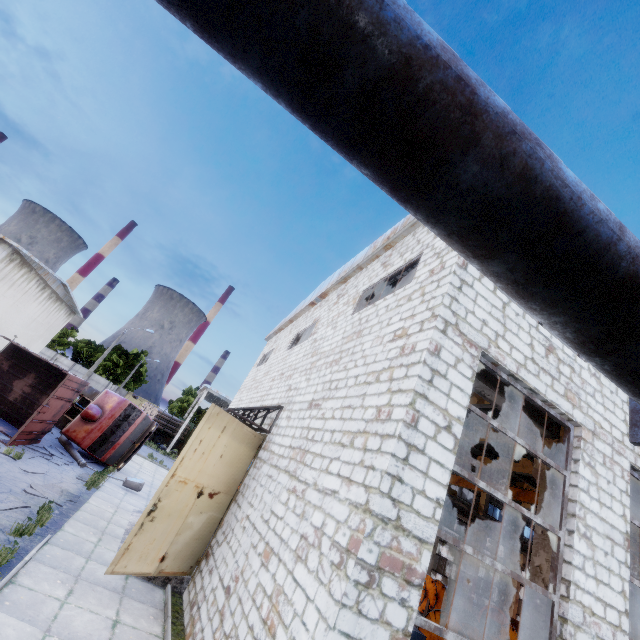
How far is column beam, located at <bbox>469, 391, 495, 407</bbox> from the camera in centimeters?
1554cm

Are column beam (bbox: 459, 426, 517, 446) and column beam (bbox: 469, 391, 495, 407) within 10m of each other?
yes

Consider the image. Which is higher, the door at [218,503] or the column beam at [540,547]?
the column beam at [540,547]

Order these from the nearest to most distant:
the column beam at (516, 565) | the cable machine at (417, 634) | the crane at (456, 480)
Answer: the cable machine at (417, 634)
the crane at (456, 480)
the column beam at (516, 565)

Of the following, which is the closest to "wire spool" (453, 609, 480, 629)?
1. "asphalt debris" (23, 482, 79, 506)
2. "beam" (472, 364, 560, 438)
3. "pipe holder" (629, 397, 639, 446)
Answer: "beam" (472, 364, 560, 438)

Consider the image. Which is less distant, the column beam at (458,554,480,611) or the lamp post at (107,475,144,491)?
the lamp post at (107,475,144,491)

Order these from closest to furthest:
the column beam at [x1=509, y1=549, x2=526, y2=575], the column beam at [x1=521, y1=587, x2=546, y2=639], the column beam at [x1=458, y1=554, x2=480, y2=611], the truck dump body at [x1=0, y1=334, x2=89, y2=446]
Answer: the column beam at [x1=521, y1=587, x2=546, y2=639] → the truck dump body at [x1=0, y1=334, x2=89, y2=446] → the column beam at [x1=458, y1=554, x2=480, y2=611] → the column beam at [x1=509, y1=549, x2=526, y2=575]

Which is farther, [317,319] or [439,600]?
[439,600]
